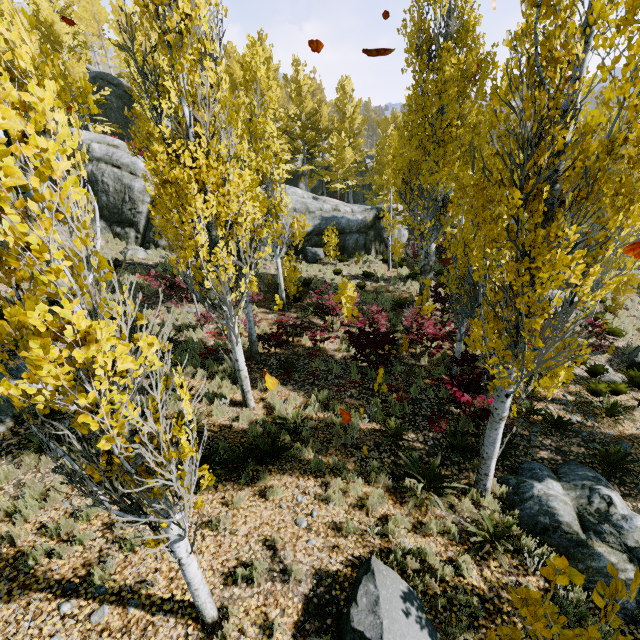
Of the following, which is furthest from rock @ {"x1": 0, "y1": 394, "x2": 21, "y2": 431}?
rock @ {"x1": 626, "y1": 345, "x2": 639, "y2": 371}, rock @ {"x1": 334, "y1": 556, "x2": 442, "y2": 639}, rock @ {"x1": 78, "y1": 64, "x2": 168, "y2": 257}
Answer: rock @ {"x1": 626, "y1": 345, "x2": 639, "y2": 371}

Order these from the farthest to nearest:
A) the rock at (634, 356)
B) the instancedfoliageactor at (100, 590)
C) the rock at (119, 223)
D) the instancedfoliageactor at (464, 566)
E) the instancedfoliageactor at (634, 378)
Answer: the rock at (119, 223), the rock at (634, 356), the instancedfoliageactor at (634, 378), the instancedfoliageactor at (464, 566), the instancedfoliageactor at (100, 590)

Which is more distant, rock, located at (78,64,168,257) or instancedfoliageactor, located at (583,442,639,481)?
rock, located at (78,64,168,257)

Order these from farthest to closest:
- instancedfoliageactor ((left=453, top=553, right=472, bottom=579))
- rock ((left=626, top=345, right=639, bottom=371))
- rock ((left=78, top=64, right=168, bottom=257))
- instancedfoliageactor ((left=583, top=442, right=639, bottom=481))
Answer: rock ((left=78, top=64, right=168, bottom=257))
rock ((left=626, top=345, right=639, bottom=371))
instancedfoliageactor ((left=583, top=442, right=639, bottom=481))
instancedfoliageactor ((left=453, top=553, right=472, bottom=579))

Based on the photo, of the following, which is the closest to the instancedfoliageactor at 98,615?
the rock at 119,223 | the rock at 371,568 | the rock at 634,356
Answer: the rock at 119,223

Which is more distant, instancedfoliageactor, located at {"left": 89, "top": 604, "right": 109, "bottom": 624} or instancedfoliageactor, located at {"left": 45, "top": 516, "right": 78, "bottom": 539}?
instancedfoliageactor, located at {"left": 45, "top": 516, "right": 78, "bottom": 539}

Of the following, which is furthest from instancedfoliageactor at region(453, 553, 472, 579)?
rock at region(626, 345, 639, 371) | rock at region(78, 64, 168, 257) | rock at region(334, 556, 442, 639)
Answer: rock at region(334, 556, 442, 639)

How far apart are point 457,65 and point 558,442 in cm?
1199
